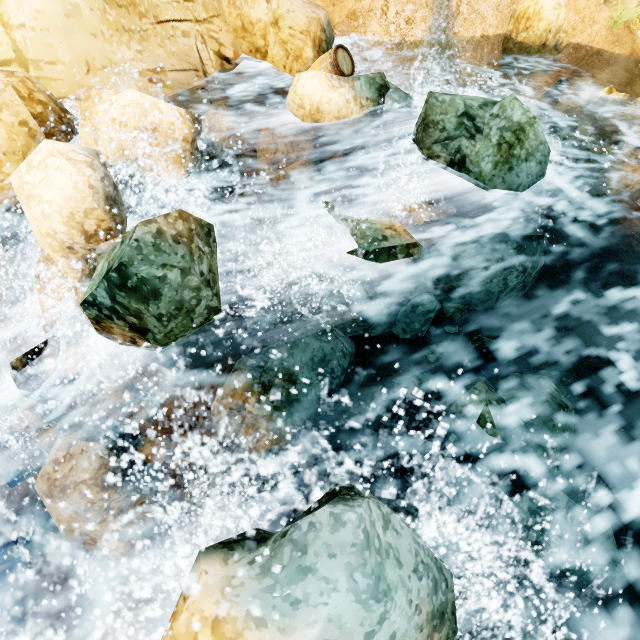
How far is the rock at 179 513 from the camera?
4.54m

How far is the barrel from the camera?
6.6 meters

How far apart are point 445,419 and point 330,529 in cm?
203

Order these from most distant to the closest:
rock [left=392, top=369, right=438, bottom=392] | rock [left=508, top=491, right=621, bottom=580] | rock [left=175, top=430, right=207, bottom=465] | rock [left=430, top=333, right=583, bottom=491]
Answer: rock [left=175, top=430, right=207, bottom=465], rock [left=392, top=369, right=438, bottom=392], rock [left=430, top=333, right=583, bottom=491], rock [left=508, top=491, right=621, bottom=580]

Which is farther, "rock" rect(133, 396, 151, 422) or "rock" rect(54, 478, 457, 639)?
"rock" rect(133, 396, 151, 422)

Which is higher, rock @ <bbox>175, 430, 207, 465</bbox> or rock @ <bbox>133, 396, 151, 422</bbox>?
rock @ <bbox>133, 396, 151, 422</bbox>

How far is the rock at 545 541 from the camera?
3.12m

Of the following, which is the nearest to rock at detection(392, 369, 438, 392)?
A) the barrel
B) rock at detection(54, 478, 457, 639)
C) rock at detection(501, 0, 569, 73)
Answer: the barrel
